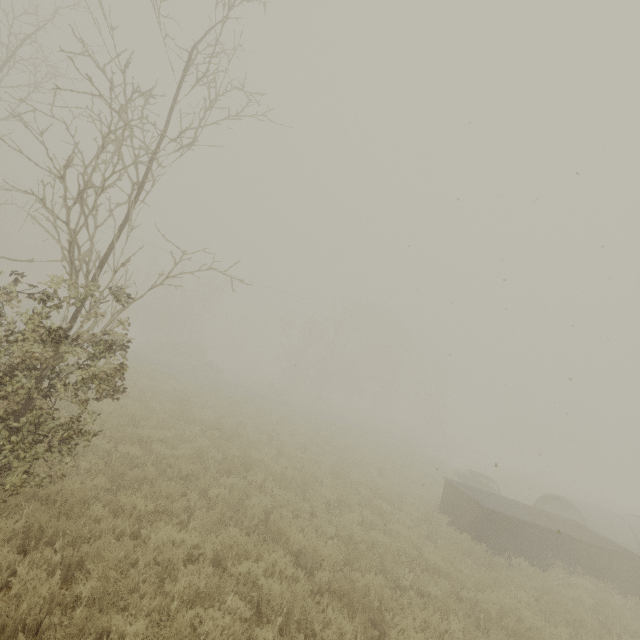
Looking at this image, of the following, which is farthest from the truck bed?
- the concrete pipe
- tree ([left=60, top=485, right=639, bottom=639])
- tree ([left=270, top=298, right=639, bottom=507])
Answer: tree ([left=270, top=298, right=639, bottom=507])

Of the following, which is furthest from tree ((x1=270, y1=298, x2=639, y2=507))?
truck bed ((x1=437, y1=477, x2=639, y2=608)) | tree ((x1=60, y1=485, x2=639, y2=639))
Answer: tree ((x1=60, y1=485, x2=639, y2=639))

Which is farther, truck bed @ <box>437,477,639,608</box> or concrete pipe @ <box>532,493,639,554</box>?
concrete pipe @ <box>532,493,639,554</box>

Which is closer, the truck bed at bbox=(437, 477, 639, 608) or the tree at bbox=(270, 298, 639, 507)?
the truck bed at bbox=(437, 477, 639, 608)

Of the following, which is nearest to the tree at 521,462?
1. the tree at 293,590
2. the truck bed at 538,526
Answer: the truck bed at 538,526

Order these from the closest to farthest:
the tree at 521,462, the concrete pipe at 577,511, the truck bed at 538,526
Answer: the truck bed at 538,526 → the concrete pipe at 577,511 → the tree at 521,462

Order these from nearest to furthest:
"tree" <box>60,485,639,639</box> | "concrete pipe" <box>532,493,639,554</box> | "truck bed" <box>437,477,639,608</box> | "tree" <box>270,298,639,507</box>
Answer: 1. "tree" <box>60,485,639,639</box>
2. "truck bed" <box>437,477,639,608</box>
3. "concrete pipe" <box>532,493,639,554</box>
4. "tree" <box>270,298,639,507</box>

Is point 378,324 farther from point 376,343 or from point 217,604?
point 217,604
